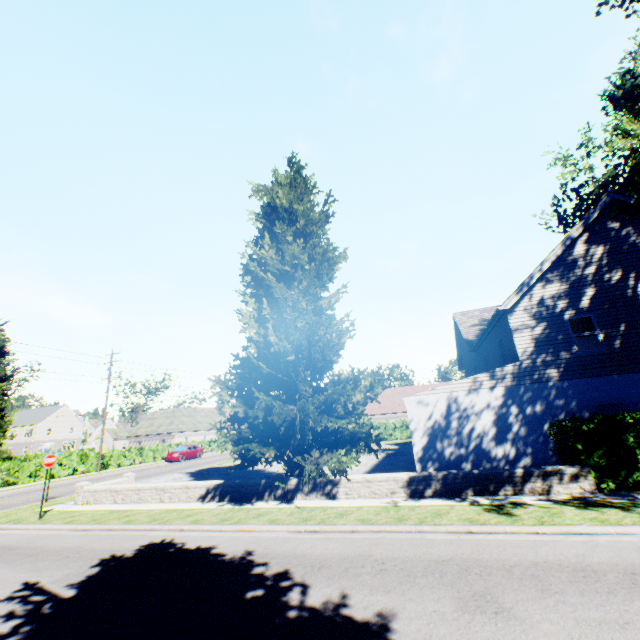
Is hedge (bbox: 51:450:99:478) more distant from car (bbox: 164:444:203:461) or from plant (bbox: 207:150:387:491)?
car (bbox: 164:444:203:461)

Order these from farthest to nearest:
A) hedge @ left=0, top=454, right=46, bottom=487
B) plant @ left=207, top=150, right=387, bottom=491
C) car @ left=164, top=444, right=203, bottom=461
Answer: car @ left=164, top=444, right=203, bottom=461
hedge @ left=0, top=454, right=46, bottom=487
plant @ left=207, top=150, right=387, bottom=491

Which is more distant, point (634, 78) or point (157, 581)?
point (634, 78)

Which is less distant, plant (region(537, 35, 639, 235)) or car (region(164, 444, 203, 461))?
plant (region(537, 35, 639, 235))

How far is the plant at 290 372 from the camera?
11.60m

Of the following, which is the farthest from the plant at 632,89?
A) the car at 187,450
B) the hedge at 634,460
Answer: the car at 187,450

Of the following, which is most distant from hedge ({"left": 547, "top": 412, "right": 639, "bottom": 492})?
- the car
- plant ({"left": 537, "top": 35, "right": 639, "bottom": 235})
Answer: the car
